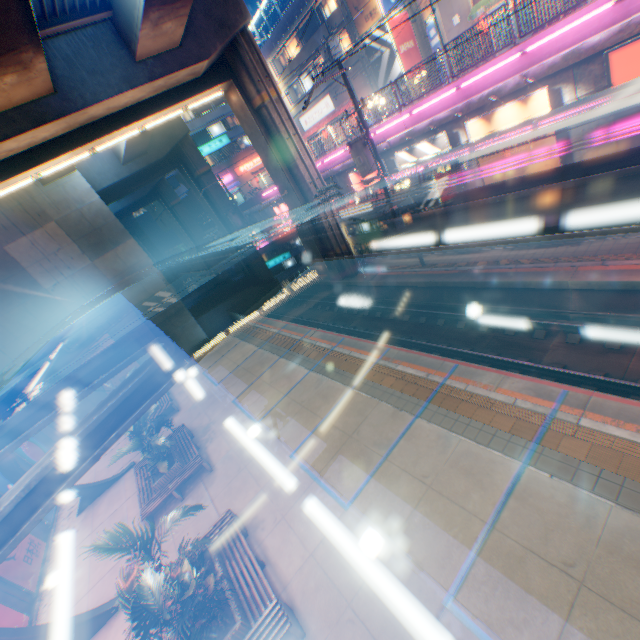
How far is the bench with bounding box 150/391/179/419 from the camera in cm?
1764

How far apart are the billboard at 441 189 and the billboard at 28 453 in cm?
2377

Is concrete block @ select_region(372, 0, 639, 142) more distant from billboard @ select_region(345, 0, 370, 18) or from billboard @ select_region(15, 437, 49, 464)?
billboard @ select_region(15, 437, 49, 464)

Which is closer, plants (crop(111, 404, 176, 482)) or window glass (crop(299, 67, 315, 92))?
plants (crop(111, 404, 176, 482))

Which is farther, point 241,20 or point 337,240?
point 241,20

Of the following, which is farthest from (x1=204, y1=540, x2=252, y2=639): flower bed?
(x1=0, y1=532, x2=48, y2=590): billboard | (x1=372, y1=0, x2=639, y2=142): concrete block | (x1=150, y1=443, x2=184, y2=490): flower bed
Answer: (x1=372, y1=0, x2=639, y2=142): concrete block

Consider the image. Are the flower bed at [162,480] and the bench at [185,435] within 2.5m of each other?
yes

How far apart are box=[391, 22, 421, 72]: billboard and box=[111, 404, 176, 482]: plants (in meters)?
30.66
